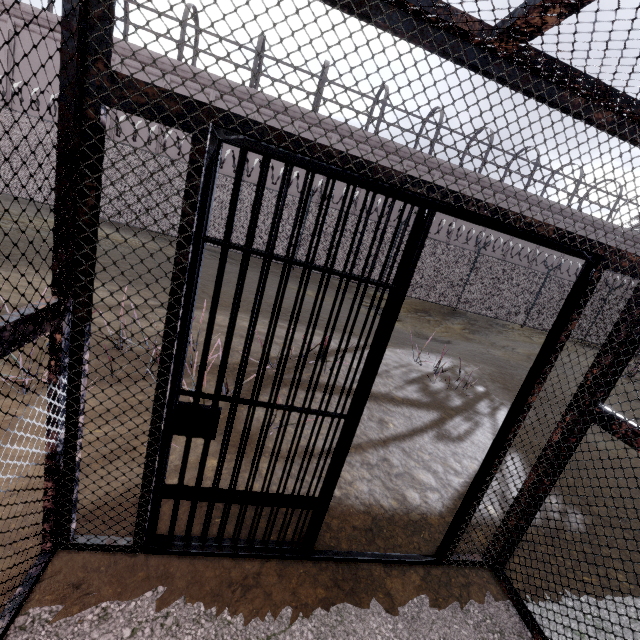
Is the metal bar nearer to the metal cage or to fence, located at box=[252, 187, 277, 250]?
the metal cage

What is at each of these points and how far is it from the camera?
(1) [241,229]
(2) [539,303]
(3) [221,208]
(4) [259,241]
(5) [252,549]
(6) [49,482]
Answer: (1) fence, 12.7m
(2) fence, 16.0m
(3) fence, 12.4m
(4) fence, 13.0m
(5) metal bar, 2.1m
(6) metal cage, 1.6m

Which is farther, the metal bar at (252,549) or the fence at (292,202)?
the fence at (292,202)

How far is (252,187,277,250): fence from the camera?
12.5 meters

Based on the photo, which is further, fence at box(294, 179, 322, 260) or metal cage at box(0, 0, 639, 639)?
fence at box(294, 179, 322, 260)

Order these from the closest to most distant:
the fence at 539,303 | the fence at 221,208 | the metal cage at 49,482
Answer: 1. the metal cage at 49,482
2. the fence at 221,208
3. the fence at 539,303

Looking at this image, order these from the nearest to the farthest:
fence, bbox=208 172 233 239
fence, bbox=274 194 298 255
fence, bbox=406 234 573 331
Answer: fence, bbox=208 172 233 239
fence, bbox=274 194 298 255
fence, bbox=406 234 573 331
